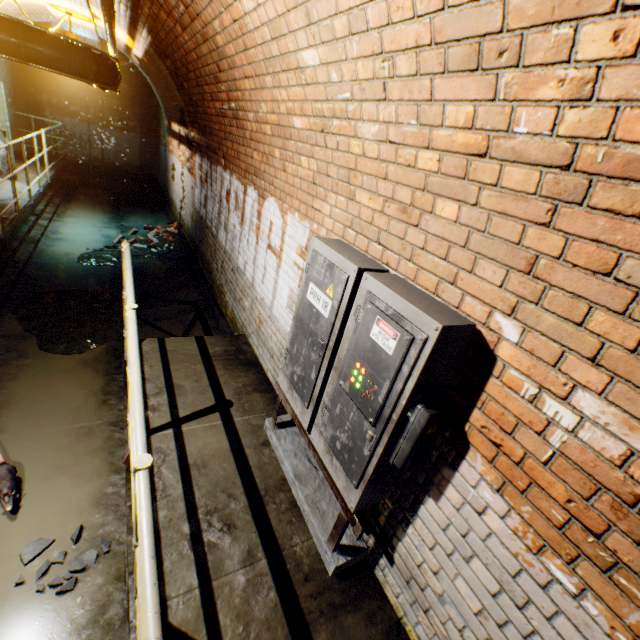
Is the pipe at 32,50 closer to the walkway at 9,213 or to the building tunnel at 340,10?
the building tunnel at 340,10

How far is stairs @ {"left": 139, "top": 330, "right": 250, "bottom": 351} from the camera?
3.8 meters

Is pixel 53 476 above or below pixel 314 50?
below

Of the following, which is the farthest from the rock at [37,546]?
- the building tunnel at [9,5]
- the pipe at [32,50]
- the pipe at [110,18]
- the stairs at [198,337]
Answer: the pipe at [32,50]

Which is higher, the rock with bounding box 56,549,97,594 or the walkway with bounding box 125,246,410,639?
the walkway with bounding box 125,246,410,639

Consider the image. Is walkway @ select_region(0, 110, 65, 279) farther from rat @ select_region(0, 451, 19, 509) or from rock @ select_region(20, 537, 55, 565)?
rock @ select_region(20, 537, 55, 565)

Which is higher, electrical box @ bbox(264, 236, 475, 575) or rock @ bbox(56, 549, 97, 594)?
electrical box @ bbox(264, 236, 475, 575)

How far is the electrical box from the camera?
1.5 meters
